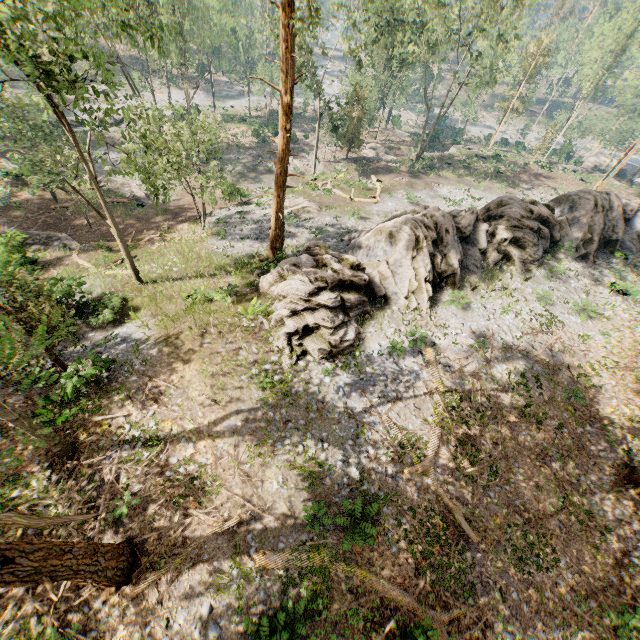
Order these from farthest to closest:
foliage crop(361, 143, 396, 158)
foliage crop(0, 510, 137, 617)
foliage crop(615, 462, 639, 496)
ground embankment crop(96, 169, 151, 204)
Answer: foliage crop(361, 143, 396, 158) → ground embankment crop(96, 169, 151, 204) → foliage crop(615, 462, 639, 496) → foliage crop(0, 510, 137, 617)

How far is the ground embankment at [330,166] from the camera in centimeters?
3906cm

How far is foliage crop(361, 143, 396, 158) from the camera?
47.7m

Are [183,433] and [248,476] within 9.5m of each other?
yes

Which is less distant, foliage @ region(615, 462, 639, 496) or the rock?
foliage @ region(615, 462, 639, 496)

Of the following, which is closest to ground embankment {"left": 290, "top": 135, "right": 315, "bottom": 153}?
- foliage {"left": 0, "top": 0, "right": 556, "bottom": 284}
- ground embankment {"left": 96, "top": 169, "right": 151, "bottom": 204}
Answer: foliage {"left": 0, "top": 0, "right": 556, "bottom": 284}

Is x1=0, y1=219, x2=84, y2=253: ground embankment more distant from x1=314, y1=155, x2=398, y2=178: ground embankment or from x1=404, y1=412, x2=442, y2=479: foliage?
x1=314, y1=155, x2=398, y2=178: ground embankment

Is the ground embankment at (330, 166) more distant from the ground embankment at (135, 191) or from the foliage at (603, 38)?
the ground embankment at (135, 191)
